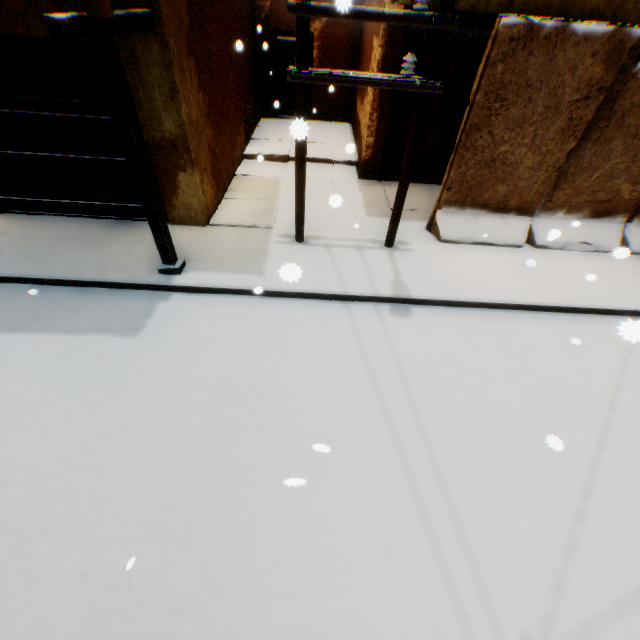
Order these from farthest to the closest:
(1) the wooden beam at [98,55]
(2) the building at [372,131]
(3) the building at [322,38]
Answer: (2) the building at [372,131] → (3) the building at [322,38] → (1) the wooden beam at [98,55]

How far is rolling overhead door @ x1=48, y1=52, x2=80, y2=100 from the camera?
4.9 meters

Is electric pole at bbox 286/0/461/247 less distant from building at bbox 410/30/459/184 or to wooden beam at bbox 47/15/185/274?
building at bbox 410/30/459/184

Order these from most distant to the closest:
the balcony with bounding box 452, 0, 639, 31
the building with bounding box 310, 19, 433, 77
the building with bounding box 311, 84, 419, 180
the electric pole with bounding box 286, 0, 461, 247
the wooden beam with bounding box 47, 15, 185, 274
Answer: the building with bounding box 311, 84, 419, 180
the building with bounding box 310, 19, 433, 77
the balcony with bounding box 452, 0, 639, 31
the electric pole with bounding box 286, 0, 461, 247
the wooden beam with bounding box 47, 15, 185, 274

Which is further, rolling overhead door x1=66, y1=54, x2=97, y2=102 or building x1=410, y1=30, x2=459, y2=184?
building x1=410, y1=30, x2=459, y2=184

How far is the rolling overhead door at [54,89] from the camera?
4.9m

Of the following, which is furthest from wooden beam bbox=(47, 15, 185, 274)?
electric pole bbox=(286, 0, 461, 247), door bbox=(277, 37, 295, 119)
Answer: door bbox=(277, 37, 295, 119)

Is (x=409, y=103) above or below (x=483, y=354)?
above
